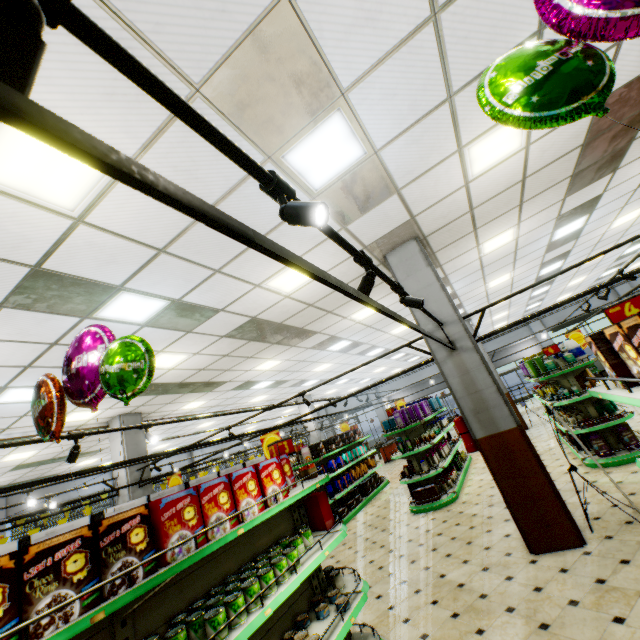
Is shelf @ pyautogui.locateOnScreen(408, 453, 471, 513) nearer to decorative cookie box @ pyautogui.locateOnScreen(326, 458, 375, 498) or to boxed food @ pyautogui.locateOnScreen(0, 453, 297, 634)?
decorative cookie box @ pyautogui.locateOnScreen(326, 458, 375, 498)

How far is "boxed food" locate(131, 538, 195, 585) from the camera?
1.9 meters

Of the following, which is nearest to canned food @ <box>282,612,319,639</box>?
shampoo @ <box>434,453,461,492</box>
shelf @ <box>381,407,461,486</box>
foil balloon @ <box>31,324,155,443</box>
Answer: foil balloon @ <box>31,324,155,443</box>

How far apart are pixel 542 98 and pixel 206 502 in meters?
3.1

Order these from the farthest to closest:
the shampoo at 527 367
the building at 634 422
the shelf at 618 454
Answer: the building at 634 422 < the shampoo at 527 367 < the shelf at 618 454

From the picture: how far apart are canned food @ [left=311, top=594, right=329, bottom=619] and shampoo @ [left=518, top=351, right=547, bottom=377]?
7.2m

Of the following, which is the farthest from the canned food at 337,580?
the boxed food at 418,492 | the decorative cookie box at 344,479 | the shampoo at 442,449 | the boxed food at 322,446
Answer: Answer: the boxed food at 322,446

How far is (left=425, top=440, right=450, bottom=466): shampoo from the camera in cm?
850
